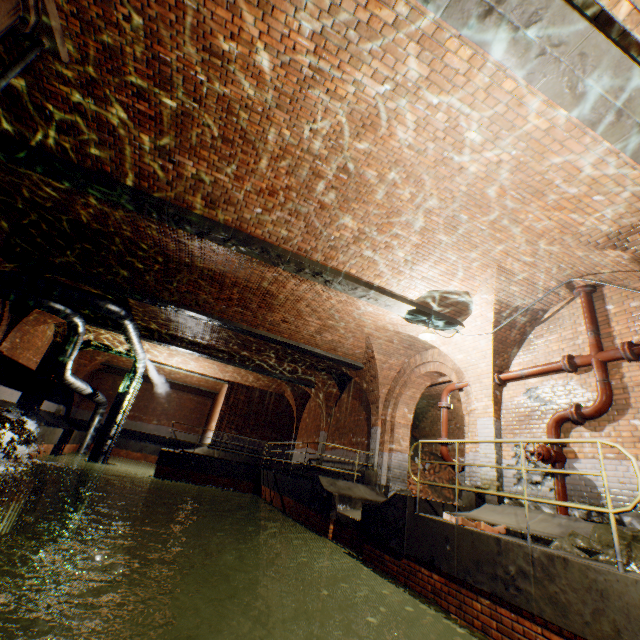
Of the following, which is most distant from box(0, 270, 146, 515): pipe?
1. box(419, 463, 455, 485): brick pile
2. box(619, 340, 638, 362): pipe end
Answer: box(619, 340, 638, 362): pipe end

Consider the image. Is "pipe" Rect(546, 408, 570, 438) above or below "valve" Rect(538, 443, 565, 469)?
above

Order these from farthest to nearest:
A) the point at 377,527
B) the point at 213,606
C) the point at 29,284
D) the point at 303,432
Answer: the point at 303,432 < the point at 213,606 < the point at 29,284 < the point at 377,527

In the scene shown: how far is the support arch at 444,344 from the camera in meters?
7.5

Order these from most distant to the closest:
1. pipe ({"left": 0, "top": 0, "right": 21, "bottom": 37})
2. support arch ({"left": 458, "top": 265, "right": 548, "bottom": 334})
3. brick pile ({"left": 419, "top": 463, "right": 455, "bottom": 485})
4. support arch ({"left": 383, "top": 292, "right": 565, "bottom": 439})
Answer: brick pile ({"left": 419, "top": 463, "right": 455, "bottom": 485})
support arch ({"left": 383, "top": 292, "right": 565, "bottom": 439})
support arch ({"left": 458, "top": 265, "right": 548, "bottom": 334})
pipe ({"left": 0, "top": 0, "right": 21, "bottom": 37})

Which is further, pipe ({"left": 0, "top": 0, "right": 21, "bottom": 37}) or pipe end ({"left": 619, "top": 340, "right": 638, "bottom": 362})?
pipe end ({"left": 619, "top": 340, "right": 638, "bottom": 362})

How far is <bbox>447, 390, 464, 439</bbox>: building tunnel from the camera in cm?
1441
